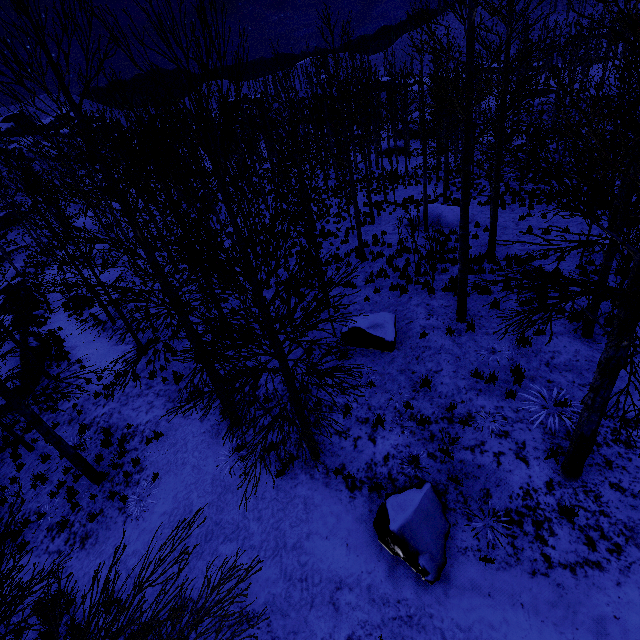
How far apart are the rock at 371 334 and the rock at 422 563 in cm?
364

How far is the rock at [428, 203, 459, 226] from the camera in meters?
17.3

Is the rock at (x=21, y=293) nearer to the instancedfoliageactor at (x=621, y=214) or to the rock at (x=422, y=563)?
the instancedfoliageactor at (x=621, y=214)

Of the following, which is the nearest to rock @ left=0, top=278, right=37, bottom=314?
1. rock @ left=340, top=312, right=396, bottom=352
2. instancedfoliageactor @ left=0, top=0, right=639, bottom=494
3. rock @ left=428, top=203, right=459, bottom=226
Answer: instancedfoliageactor @ left=0, top=0, right=639, bottom=494

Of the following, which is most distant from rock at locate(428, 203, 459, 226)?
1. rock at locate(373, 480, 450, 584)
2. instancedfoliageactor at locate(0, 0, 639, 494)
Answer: rock at locate(373, 480, 450, 584)

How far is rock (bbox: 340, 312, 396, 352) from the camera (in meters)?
9.37

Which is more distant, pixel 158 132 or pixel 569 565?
pixel 158 132

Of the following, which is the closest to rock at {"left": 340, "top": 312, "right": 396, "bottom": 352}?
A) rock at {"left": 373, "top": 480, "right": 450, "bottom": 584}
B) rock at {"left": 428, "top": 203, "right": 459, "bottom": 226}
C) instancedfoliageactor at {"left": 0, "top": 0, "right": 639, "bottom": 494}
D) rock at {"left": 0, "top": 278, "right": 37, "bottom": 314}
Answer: instancedfoliageactor at {"left": 0, "top": 0, "right": 639, "bottom": 494}
